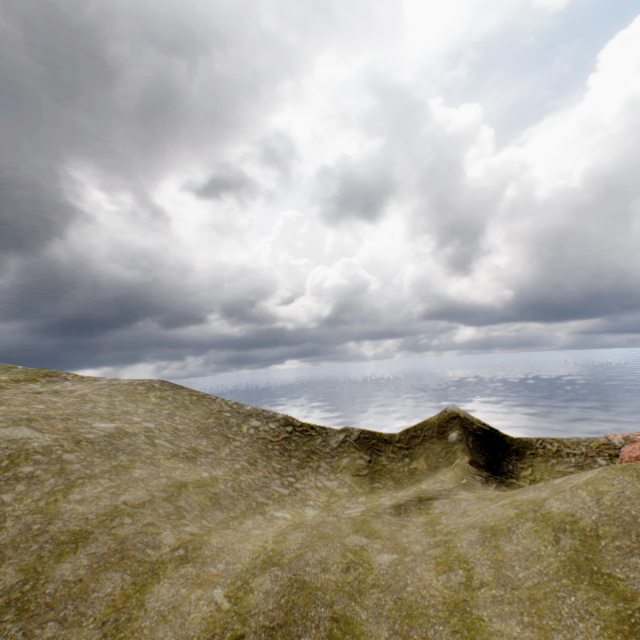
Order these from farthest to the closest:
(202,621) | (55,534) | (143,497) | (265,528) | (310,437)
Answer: (310,437) → (265,528) → (143,497) → (55,534) → (202,621)
